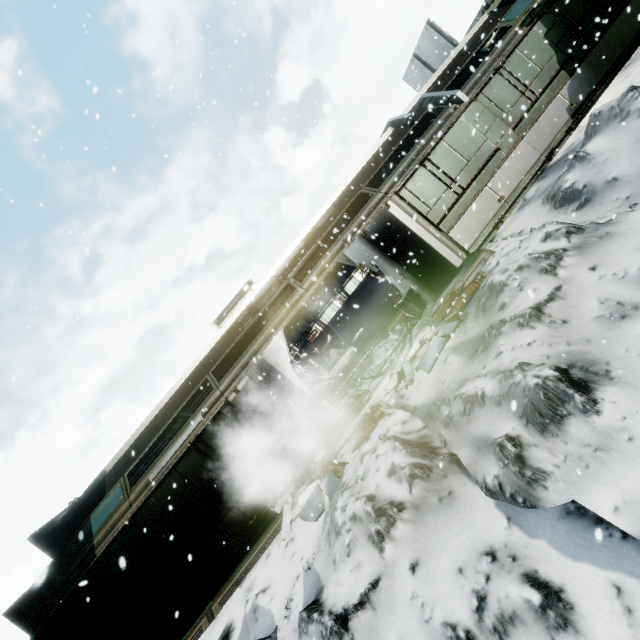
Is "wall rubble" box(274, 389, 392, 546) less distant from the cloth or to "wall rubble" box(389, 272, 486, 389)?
"wall rubble" box(389, 272, 486, 389)

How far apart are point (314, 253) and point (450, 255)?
6.32m

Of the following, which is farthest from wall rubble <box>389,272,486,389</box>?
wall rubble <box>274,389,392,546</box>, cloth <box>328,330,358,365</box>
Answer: cloth <box>328,330,358,365</box>

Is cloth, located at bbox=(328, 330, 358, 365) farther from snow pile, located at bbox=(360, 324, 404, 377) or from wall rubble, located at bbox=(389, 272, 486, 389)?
wall rubble, located at bbox=(389, 272, 486, 389)

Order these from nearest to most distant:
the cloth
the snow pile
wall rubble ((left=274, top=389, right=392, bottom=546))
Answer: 1. wall rubble ((left=274, top=389, right=392, bottom=546))
2. the snow pile
3. the cloth

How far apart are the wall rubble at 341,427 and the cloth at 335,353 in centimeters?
720cm

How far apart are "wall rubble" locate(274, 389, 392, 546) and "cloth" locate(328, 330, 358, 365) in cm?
720

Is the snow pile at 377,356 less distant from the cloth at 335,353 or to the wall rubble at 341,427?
the wall rubble at 341,427
